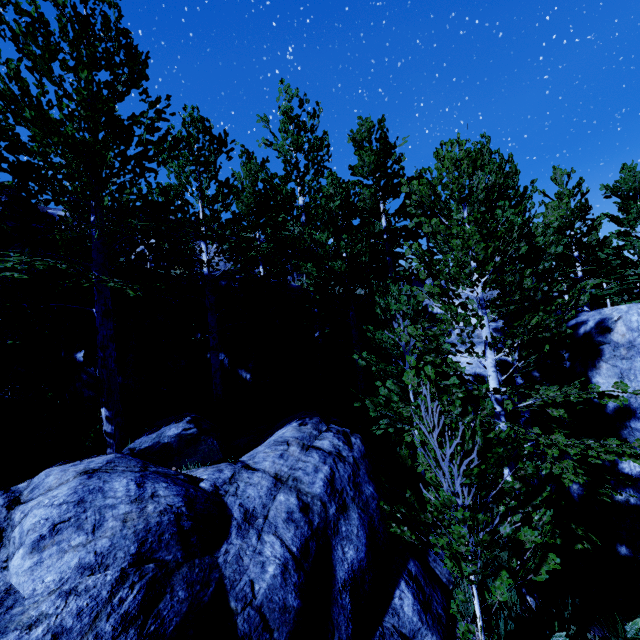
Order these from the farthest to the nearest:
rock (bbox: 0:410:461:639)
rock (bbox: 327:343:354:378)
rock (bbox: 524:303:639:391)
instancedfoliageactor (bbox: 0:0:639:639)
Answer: rock (bbox: 327:343:354:378)
rock (bbox: 524:303:639:391)
instancedfoliageactor (bbox: 0:0:639:639)
rock (bbox: 0:410:461:639)

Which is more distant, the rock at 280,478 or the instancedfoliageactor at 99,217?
the instancedfoliageactor at 99,217

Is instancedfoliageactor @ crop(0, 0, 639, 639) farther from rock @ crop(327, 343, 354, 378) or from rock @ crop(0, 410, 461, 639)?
rock @ crop(327, 343, 354, 378)

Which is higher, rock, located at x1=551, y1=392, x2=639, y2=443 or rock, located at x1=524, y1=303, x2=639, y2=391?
rock, located at x1=524, y1=303, x2=639, y2=391

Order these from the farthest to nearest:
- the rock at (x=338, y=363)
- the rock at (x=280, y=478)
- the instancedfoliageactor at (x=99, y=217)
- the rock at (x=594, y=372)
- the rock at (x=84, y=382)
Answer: the rock at (x=338, y=363), the rock at (x=84, y=382), the rock at (x=594, y=372), the instancedfoliageactor at (x=99, y=217), the rock at (x=280, y=478)

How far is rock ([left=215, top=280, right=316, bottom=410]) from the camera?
10.9m

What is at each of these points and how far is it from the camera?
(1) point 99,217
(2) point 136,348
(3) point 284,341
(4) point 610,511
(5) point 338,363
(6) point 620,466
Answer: (1) instancedfoliageactor, 5.64m
(2) rock, 9.94m
(3) instancedfoliageactor, 11.47m
(4) rock, 7.16m
(5) rock, 13.13m
(6) rock, 7.10m
